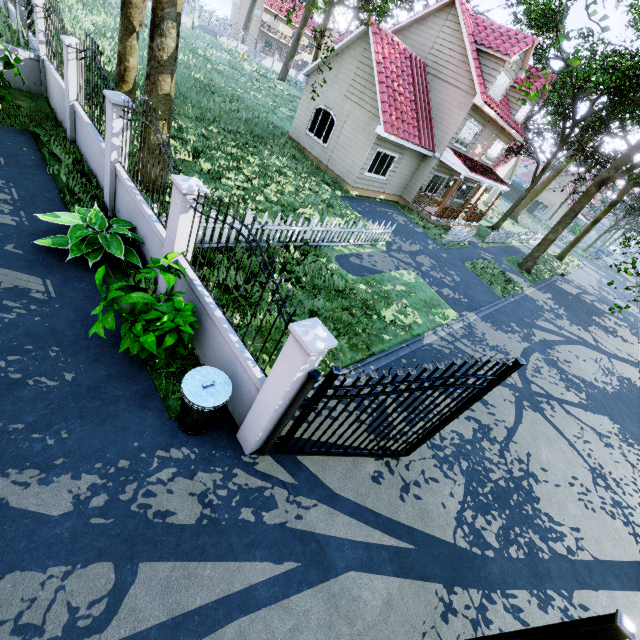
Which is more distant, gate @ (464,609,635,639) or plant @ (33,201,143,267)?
plant @ (33,201,143,267)

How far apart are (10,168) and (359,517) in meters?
10.4

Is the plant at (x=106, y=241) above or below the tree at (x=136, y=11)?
below

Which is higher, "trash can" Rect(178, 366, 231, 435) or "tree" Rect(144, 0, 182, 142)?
"tree" Rect(144, 0, 182, 142)

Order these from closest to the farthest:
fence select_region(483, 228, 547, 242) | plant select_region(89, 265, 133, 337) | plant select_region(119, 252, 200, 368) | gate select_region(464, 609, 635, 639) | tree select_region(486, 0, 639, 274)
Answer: gate select_region(464, 609, 635, 639) < plant select_region(89, 265, 133, 337) < plant select_region(119, 252, 200, 368) < tree select_region(486, 0, 639, 274) < fence select_region(483, 228, 547, 242)

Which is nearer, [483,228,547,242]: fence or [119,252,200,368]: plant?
[119,252,200,368]: plant

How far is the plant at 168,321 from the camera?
4.56m

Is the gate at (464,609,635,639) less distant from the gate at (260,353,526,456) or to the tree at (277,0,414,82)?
the gate at (260,353,526,456)
